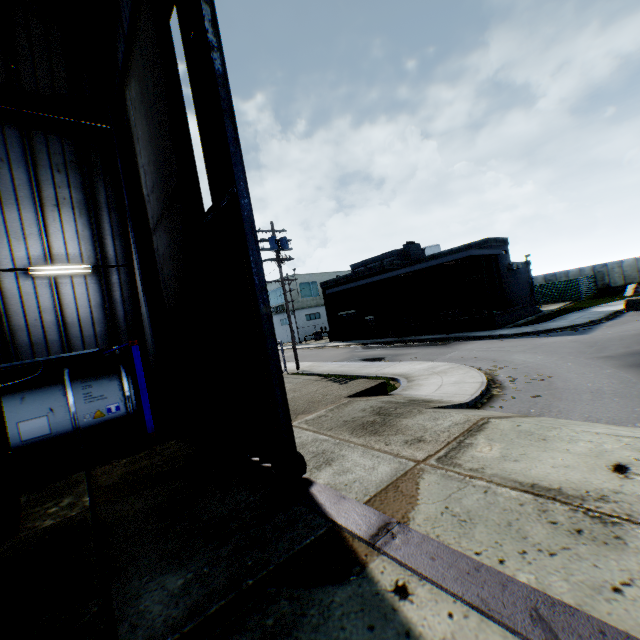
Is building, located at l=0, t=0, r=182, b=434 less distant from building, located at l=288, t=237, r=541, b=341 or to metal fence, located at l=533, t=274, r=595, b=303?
metal fence, located at l=533, t=274, r=595, b=303

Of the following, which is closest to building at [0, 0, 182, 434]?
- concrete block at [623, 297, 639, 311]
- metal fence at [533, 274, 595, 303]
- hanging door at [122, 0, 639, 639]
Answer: hanging door at [122, 0, 639, 639]

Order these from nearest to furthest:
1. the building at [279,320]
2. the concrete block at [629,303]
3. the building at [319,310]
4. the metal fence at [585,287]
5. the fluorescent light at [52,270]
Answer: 1. the fluorescent light at [52,270]
2. the concrete block at [629,303]
3. the building at [319,310]
4. the metal fence at [585,287]
5. the building at [279,320]

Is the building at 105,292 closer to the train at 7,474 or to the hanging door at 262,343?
the hanging door at 262,343

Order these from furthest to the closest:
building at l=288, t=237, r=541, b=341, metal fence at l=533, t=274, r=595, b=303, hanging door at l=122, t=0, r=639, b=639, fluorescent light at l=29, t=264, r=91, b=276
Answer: metal fence at l=533, t=274, r=595, b=303
building at l=288, t=237, r=541, b=341
fluorescent light at l=29, t=264, r=91, b=276
hanging door at l=122, t=0, r=639, b=639

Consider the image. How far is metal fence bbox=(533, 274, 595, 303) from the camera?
33.8m

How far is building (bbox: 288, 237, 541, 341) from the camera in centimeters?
2555cm

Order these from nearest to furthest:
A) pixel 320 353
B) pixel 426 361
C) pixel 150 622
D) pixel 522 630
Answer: pixel 522 630, pixel 150 622, pixel 426 361, pixel 320 353
